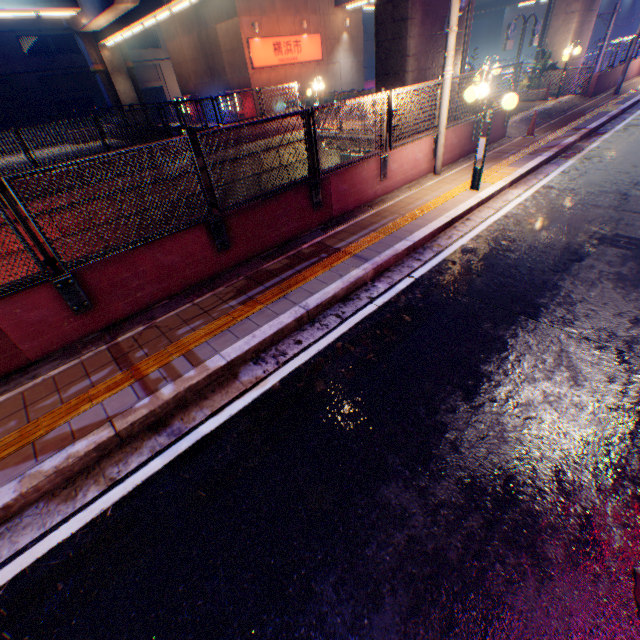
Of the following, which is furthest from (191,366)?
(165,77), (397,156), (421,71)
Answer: (165,77)

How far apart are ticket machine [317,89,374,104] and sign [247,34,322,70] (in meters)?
5.74

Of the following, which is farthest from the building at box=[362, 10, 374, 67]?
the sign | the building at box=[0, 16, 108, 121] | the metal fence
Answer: the sign

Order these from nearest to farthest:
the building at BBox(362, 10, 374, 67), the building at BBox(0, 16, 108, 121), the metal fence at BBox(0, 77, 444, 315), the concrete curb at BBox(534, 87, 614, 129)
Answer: the metal fence at BBox(0, 77, 444, 315) → the concrete curb at BBox(534, 87, 614, 129) → the building at BBox(0, 16, 108, 121) → the building at BBox(362, 10, 374, 67)

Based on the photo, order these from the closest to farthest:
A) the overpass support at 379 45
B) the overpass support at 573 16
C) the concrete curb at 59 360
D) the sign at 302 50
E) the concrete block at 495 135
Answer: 1. the concrete curb at 59 360
2. the overpass support at 379 45
3. the concrete block at 495 135
4. the overpass support at 573 16
5. the sign at 302 50

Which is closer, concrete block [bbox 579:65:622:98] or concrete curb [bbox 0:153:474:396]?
concrete curb [bbox 0:153:474:396]

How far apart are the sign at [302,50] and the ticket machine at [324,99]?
5.7 meters

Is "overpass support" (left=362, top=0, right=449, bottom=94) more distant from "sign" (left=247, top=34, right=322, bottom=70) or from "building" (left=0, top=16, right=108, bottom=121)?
"building" (left=0, top=16, right=108, bottom=121)
